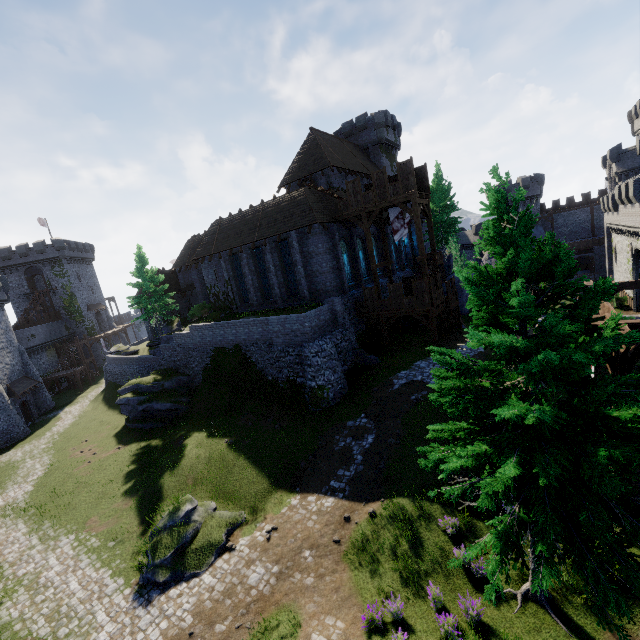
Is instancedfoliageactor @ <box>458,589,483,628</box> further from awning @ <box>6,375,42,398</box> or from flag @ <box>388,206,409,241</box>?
awning @ <box>6,375,42,398</box>

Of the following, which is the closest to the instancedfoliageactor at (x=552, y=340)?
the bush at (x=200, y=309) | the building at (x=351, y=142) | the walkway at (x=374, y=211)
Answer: the walkway at (x=374, y=211)

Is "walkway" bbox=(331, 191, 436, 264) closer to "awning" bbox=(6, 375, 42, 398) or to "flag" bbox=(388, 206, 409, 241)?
"flag" bbox=(388, 206, 409, 241)

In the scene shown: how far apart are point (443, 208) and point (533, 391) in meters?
41.2 m

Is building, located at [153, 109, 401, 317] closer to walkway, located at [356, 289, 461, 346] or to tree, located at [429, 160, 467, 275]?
tree, located at [429, 160, 467, 275]

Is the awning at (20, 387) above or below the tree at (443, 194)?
below

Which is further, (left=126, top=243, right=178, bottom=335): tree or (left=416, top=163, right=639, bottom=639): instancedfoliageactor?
(left=126, top=243, right=178, bottom=335): tree

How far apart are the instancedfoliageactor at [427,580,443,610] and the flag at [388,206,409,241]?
21.5 meters
